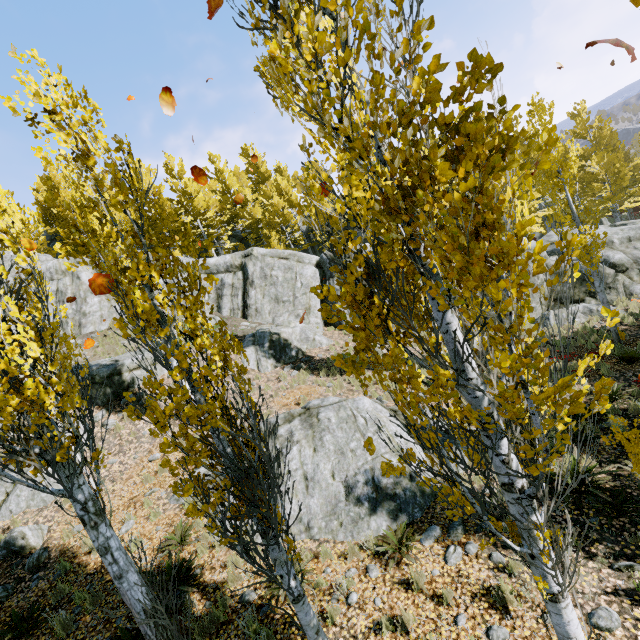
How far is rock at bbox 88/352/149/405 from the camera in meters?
13.0

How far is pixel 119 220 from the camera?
3.43m

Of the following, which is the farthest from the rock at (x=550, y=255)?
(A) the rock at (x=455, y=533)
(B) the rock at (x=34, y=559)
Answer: (B) the rock at (x=34, y=559)

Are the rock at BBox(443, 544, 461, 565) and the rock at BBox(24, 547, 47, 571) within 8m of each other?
no

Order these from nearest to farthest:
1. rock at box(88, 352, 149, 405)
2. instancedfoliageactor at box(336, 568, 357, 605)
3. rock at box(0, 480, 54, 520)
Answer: instancedfoliageactor at box(336, 568, 357, 605) < rock at box(0, 480, 54, 520) < rock at box(88, 352, 149, 405)

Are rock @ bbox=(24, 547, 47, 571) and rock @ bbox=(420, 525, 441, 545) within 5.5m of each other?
no

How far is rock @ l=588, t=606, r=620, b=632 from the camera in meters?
4.3

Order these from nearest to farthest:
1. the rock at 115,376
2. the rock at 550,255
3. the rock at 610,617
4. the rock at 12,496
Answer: the rock at 610,617 → the rock at 12,496 → the rock at 115,376 → the rock at 550,255
